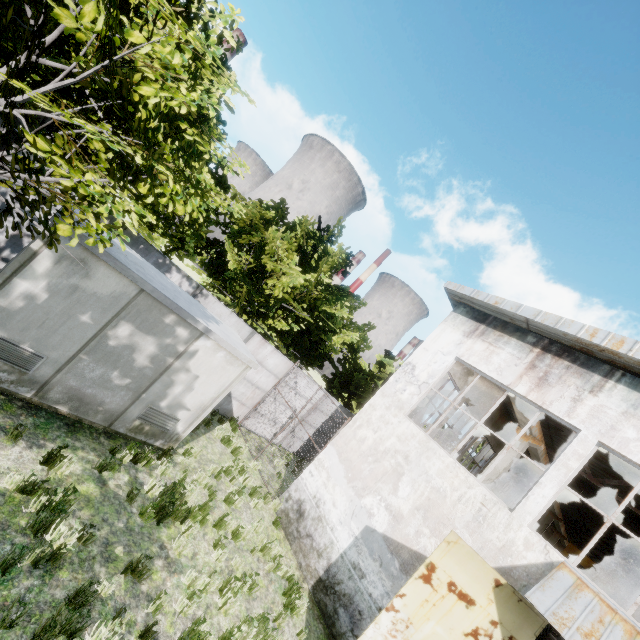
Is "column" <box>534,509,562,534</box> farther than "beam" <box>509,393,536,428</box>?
Yes

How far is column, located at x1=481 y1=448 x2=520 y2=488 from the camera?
11.8m

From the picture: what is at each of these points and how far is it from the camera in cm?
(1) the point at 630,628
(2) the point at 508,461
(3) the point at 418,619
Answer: (1) awning, 568
(2) column, 1184
(3) door, 604

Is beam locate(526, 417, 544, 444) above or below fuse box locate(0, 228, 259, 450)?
above

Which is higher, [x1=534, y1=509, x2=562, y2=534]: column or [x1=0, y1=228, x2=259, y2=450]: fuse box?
[x1=534, y1=509, x2=562, y2=534]: column

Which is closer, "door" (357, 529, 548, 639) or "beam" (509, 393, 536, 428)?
"door" (357, 529, 548, 639)

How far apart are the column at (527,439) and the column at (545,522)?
15.5 meters

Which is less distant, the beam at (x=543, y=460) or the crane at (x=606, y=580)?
the beam at (x=543, y=460)
